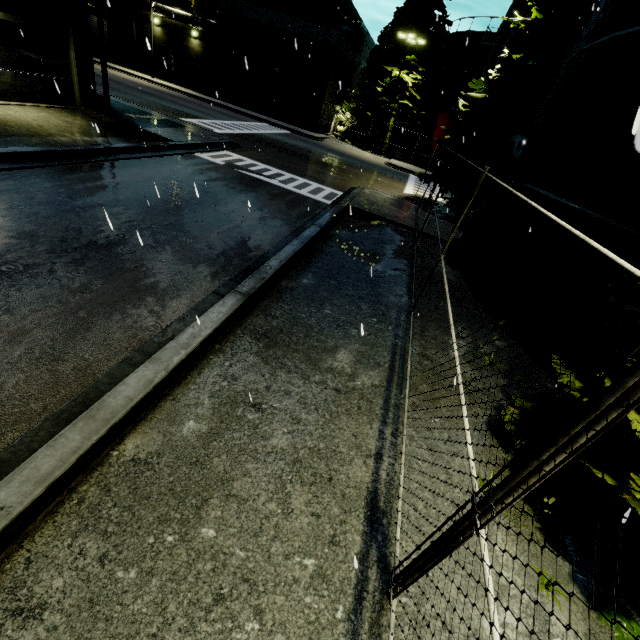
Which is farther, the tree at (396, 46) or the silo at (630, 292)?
the tree at (396, 46)

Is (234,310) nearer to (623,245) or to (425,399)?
(425,399)

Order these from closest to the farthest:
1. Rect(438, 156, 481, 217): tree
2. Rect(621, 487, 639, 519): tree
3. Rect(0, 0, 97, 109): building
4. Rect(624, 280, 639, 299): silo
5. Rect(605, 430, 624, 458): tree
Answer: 1. Rect(621, 487, 639, 519): tree
2. Rect(605, 430, 624, 458): tree
3. Rect(624, 280, 639, 299): silo
4. Rect(0, 0, 97, 109): building
5. Rect(438, 156, 481, 217): tree

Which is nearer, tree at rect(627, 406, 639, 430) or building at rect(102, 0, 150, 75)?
tree at rect(627, 406, 639, 430)

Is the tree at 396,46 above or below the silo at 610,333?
above

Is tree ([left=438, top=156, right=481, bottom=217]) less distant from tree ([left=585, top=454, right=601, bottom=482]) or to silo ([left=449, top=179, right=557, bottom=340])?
silo ([left=449, top=179, right=557, bottom=340])

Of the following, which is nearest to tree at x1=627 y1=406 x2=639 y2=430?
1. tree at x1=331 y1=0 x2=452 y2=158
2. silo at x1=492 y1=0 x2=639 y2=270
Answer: silo at x1=492 y1=0 x2=639 y2=270
